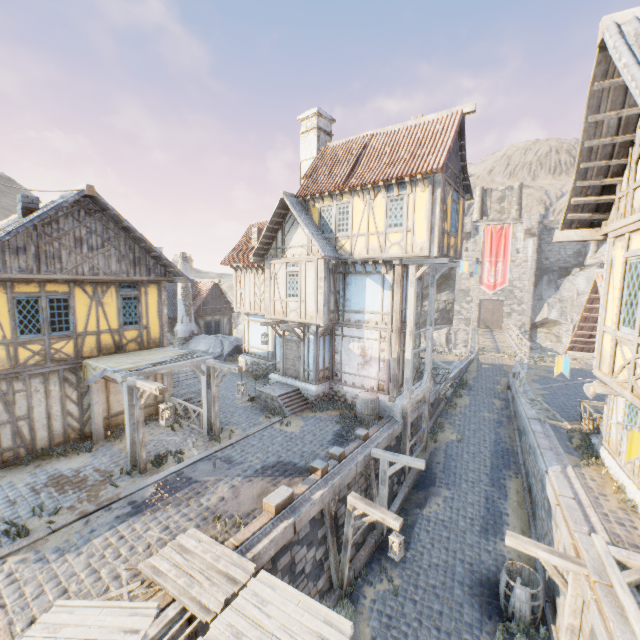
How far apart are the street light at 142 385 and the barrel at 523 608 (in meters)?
10.25

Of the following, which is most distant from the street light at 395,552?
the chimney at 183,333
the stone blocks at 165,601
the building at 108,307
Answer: the chimney at 183,333

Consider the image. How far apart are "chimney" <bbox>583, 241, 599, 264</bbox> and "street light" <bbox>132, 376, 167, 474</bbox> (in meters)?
49.15

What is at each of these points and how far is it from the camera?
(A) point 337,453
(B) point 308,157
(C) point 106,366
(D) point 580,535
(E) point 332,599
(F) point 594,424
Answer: (A) stone blocks, 10.4m
(B) chimney, 17.1m
(C) fabric, 10.3m
(D) stone blocks, 7.4m
(E) stone blocks, 9.0m
(F) wagon, 13.5m

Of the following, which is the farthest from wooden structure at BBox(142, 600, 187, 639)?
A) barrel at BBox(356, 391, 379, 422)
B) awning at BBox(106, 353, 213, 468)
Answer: awning at BBox(106, 353, 213, 468)

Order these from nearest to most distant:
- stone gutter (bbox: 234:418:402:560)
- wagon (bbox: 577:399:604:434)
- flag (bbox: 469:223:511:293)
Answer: stone gutter (bbox: 234:418:402:560)
wagon (bbox: 577:399:604:434)
flag (bbox: 469:223:511:293)

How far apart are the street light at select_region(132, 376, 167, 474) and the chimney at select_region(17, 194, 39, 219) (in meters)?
7.22

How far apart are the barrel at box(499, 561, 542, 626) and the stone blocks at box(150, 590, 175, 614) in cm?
864
